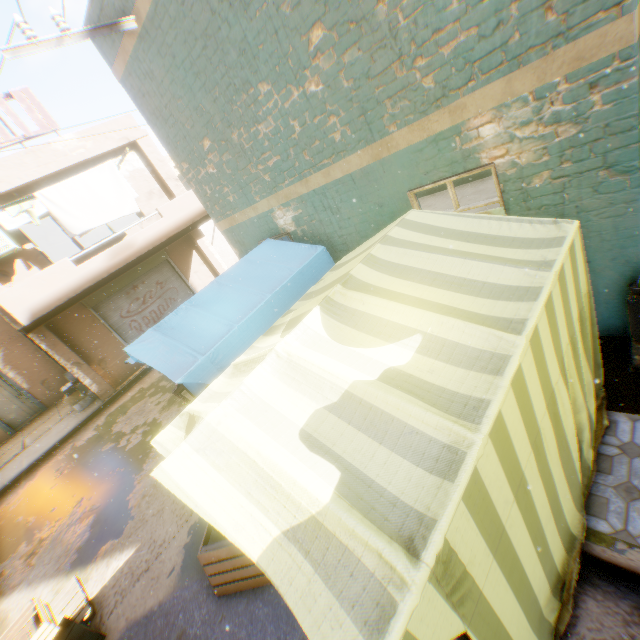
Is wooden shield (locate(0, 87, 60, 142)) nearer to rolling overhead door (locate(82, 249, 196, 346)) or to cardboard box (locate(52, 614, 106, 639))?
rolling overhead door (locate(82, 249, 196, 346))

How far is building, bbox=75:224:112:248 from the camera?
18.6m

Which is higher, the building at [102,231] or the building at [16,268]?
the building at [102,231]

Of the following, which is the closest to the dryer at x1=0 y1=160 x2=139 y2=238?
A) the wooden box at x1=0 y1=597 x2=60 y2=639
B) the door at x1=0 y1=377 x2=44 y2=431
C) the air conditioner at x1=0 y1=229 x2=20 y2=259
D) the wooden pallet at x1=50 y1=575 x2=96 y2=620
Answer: the air conditioner at x1=0 y1=229 x2=20 y2=259

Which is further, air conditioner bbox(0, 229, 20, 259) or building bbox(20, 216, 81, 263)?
building bbox(20, 216, 81, 263)

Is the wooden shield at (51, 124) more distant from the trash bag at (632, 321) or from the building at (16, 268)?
the trash bag at (632, 321)

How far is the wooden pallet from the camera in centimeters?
454cm

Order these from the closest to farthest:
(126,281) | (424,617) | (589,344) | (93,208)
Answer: (424,617), (589,344), (93,208), (126,281)
